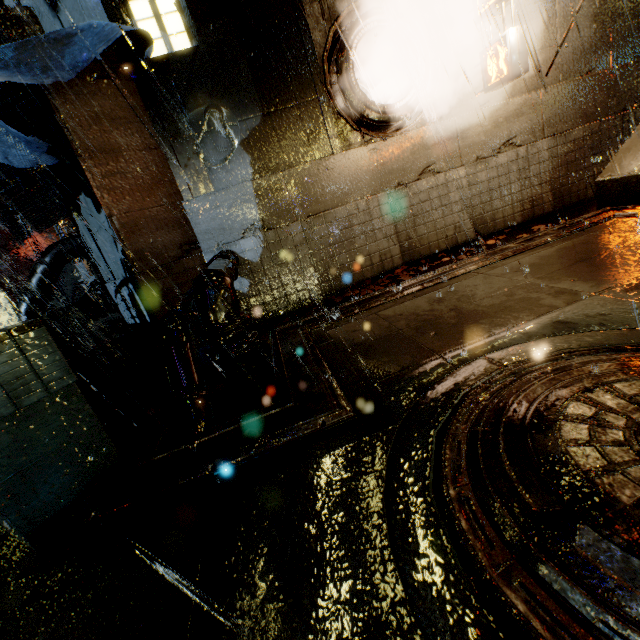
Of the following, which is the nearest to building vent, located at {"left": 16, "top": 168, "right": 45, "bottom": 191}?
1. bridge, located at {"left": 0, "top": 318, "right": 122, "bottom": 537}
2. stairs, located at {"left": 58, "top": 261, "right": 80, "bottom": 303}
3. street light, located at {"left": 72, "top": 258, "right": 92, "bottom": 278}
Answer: bridge, located at {"left": 0, "top": 318, "right": 122, "bottom": 537}

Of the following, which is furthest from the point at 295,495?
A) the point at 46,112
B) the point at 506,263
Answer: the point at 46,112

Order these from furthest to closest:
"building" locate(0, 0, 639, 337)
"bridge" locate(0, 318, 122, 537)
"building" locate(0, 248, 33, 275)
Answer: "building" locate(0, 248, 33, 275)
"building" locate(0, 0, 639, 337)
"bridge" locate(0, 318, 122, 537)

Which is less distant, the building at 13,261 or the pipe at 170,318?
the pipe at 170,318

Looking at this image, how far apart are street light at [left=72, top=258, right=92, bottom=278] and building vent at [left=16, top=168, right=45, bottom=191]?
18.79m

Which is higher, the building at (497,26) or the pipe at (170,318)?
the building at (497,26)

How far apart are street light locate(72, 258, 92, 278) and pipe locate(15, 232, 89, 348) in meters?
13.0

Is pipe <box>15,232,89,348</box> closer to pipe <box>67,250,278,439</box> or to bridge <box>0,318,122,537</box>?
bridge <box>0,318,122,537</box>
